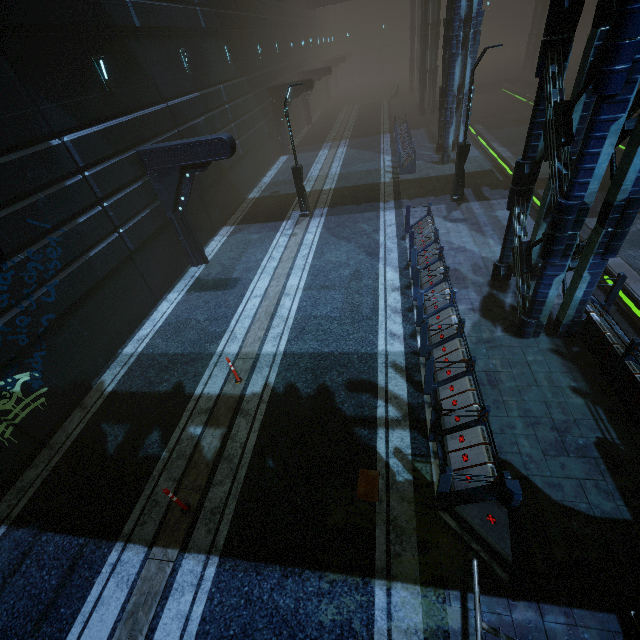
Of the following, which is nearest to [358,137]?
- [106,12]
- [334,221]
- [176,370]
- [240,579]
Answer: [334,221]

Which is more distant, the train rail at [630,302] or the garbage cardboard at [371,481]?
the train rail at [630,302]

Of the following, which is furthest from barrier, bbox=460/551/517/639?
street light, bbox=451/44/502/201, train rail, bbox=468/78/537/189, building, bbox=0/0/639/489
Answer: street light, bbox=451/44/502/201

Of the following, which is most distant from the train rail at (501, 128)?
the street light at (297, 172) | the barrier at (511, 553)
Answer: the street light at (297, 172)

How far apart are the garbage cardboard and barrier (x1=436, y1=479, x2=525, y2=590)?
1.0m

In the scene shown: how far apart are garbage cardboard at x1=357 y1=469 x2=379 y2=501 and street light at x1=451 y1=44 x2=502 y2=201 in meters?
13.4 m

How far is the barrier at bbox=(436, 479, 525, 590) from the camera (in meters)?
4.83

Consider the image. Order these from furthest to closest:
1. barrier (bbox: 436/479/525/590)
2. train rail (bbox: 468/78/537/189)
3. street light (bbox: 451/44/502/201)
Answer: train rail (bbox: 468/78/537/189)
street light (bbox: 451/44/502/201)
barrier (bbox: 436/479/525/590)
